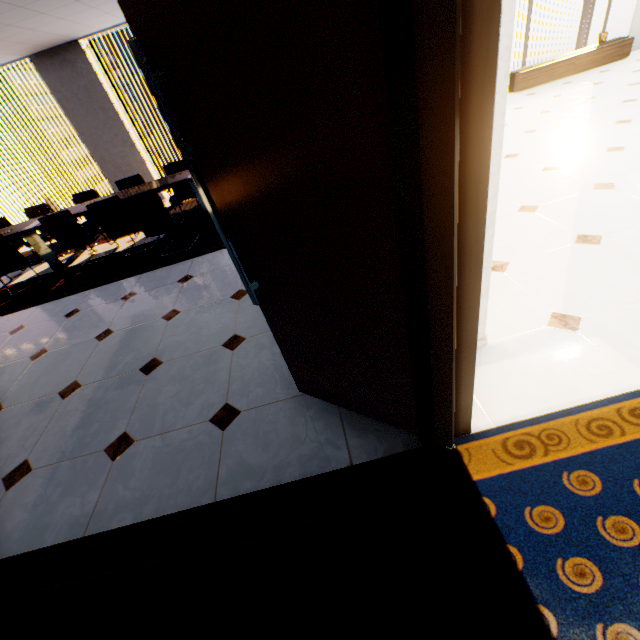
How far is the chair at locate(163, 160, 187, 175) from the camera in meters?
5.7 m

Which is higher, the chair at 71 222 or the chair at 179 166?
the chair at 179 166

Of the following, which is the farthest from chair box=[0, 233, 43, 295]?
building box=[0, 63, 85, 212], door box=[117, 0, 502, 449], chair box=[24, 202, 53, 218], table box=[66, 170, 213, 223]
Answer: building box=[0, 63, 85, 212]

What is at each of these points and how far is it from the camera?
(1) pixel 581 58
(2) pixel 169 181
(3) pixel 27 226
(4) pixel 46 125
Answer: (1) cupboard, 6.7m
(2) table, 5.1m
(3) table, 5.2m
(4) building, 54.6m

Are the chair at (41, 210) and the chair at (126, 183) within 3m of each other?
yes

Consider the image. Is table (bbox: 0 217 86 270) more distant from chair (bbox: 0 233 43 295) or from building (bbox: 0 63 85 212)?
building (bbox: 0 63 85 212)

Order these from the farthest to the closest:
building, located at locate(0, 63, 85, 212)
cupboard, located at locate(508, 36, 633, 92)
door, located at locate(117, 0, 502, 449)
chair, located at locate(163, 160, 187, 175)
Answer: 1. building, located at locate(0, 63, 85, 212)
2. cupboard, located at locate(508, 36, 633, 92)
3. chair, located at locate(163, 160, 187, 175)
4. door, located at locate(117, 0, 502, 449)

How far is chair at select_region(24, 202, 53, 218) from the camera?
5.96m
